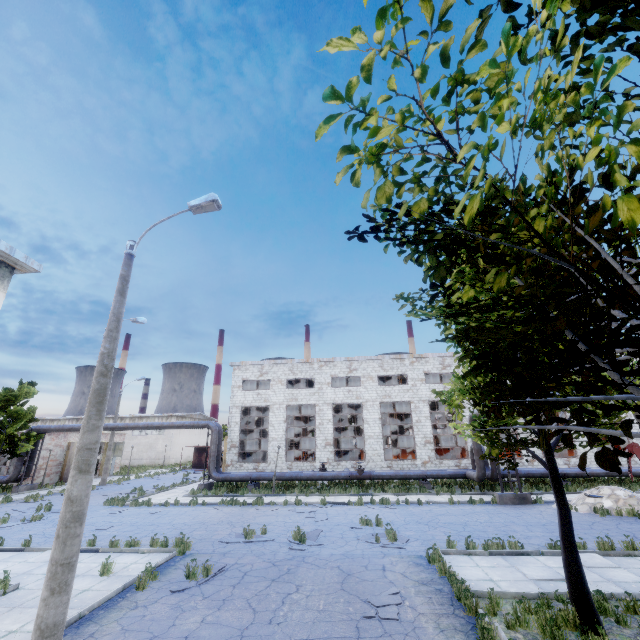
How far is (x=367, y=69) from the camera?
2.1m

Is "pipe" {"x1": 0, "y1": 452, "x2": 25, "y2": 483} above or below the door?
below

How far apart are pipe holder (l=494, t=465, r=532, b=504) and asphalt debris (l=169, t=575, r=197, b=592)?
15.60m

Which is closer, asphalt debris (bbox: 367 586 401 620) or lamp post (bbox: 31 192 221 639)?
lamp post (bbox: 31 192 221 639)

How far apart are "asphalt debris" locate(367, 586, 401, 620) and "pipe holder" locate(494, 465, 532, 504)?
13.1m

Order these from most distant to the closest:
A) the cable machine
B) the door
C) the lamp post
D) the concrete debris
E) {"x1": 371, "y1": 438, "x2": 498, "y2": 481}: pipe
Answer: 1. the door
2. the cable machine
3. {"x1": 371, "y1": 438, "x2": 498, "y2": 481}: pipe
4. the concrete debris
5. the lamp post

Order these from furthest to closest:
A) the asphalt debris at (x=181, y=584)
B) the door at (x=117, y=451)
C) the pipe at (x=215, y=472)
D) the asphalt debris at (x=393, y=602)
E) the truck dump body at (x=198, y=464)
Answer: the truck dump body at (x=198, y=464) < the door at (x=117, y=451) < the pipe at (x=215, y=472) < the asphalt debris at (x=181, y=584) < the asphalt debris at (x=393, y=602)

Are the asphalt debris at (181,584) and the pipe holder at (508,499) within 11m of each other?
no
